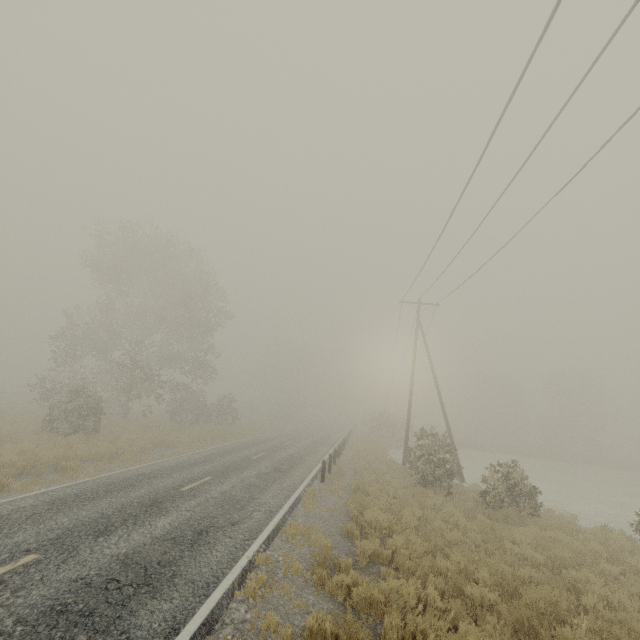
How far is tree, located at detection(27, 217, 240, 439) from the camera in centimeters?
2527cm

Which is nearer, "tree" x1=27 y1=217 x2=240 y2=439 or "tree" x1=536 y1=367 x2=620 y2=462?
"tree" x1=27 y1=217 x2=240 y2=439

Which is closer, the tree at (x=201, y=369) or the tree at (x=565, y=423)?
the tree at (x=201, y=369)

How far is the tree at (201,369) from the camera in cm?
2527

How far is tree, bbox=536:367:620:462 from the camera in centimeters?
5050cm

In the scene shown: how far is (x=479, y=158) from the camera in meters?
8.6
